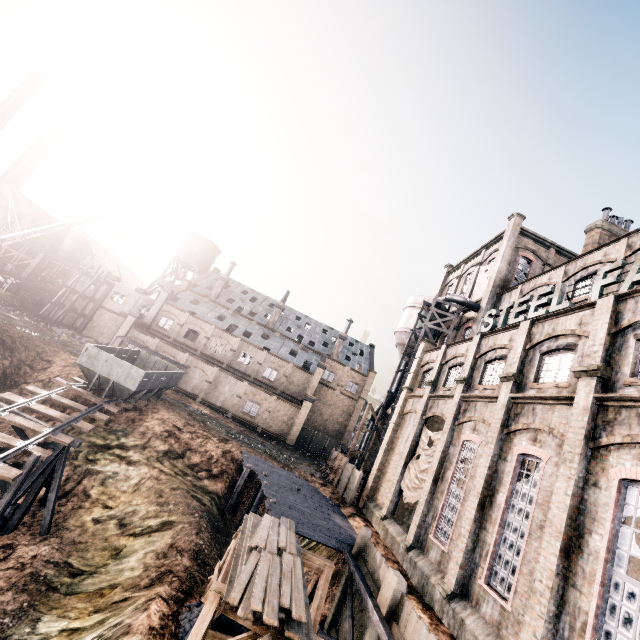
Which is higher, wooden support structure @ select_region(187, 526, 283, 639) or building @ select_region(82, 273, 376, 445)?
building @ select_region(82, 273, 376, 445)

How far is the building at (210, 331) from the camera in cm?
4384

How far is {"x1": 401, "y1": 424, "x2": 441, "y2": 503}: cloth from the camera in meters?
21.1

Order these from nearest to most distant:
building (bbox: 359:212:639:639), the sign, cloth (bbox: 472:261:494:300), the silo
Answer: building (bbox: 359:212:639:639), the sign, the silo, cloth (bbox: 472:261:494:300)

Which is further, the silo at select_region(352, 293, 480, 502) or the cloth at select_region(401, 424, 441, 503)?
the silo at select_region(352, 293, 480, 502)

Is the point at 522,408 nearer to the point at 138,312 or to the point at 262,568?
the point at 262,568

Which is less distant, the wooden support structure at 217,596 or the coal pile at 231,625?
the wooden support structure at 217,596

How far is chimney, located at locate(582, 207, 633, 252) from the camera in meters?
27.0
